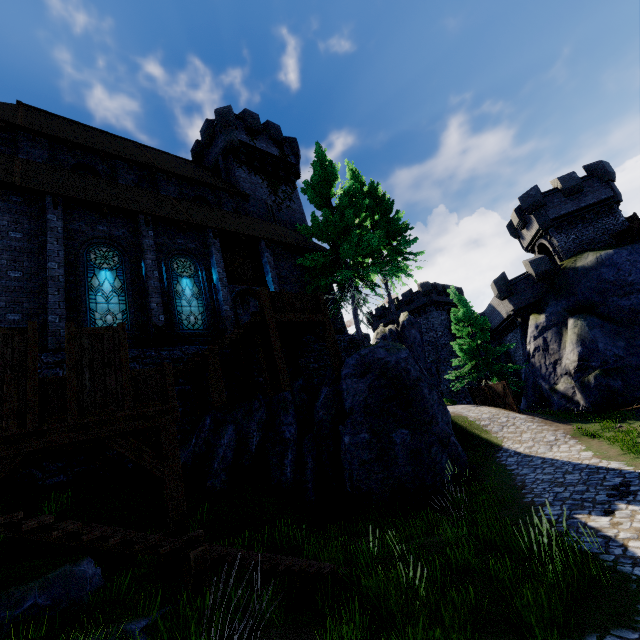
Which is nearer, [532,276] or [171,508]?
[171,508]

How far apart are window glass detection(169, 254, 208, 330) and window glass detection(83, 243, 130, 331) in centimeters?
153cm

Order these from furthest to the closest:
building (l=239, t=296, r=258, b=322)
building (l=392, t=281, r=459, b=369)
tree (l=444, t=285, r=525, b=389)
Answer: building (l=392, t=281, r=459, b=369) < building (l=239, t=296, r=258, b=322) < tree (l=444, t=285, r=525, b=389)

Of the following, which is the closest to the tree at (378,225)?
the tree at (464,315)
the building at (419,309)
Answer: the tree at (464,315)

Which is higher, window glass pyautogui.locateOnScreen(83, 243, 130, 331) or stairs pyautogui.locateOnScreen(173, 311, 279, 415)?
window glass pyautogui.locateOnScreen(83, 243, 130, 331)

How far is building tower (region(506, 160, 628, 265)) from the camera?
25.75m

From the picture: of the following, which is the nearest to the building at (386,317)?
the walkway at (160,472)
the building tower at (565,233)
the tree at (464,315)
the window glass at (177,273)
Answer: the building tower at (565,233)

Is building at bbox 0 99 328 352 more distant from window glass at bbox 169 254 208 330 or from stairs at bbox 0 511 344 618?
stairs at bbox 0 511 344 618
